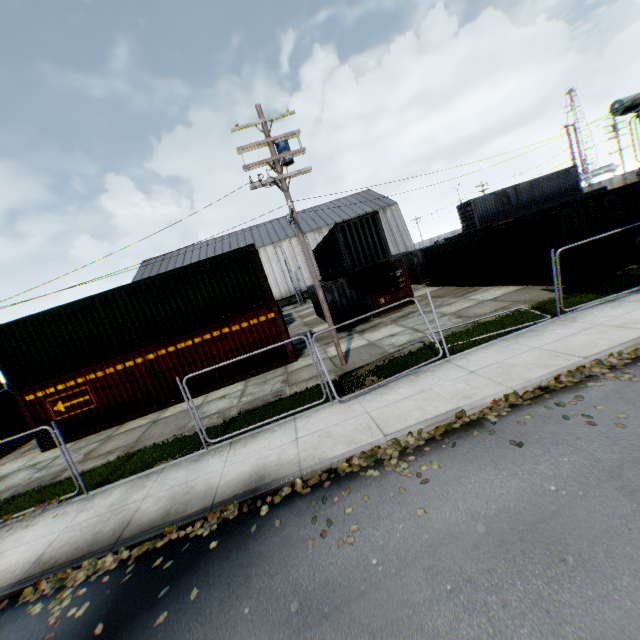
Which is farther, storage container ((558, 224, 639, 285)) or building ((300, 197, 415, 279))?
building ((300, 197, 415, 279))

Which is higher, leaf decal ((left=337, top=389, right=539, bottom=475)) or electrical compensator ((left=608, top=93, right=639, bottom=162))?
electrical compensator ((left=608, top=93, right=639, bottom=162))

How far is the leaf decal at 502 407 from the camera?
6.33m

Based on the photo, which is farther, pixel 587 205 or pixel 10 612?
pixel 587 205

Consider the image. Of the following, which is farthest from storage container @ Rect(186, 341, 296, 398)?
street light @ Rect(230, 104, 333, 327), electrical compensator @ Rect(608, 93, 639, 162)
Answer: electrical compensator @ Rect(608, 93, 639, 162)

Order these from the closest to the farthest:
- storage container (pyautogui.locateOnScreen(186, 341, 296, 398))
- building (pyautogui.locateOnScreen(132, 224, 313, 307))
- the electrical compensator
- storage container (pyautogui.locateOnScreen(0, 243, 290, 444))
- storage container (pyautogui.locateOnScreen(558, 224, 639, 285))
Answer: storage container (pyautogui.locateOnScreen(558, 224, 639, 285)) < storage container (pyautogui.locateOnScreen(0, 243, 290, 444)) < storage container (pyautogui.locateOnScreen(186, 341, 296, 398)) < the electrical compensator < building (pyautogui.locateOnScreen(132, 224, 313, 307))

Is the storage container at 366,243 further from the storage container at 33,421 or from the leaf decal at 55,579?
the leaf decal at 55,579

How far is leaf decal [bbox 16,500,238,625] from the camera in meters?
5.6
